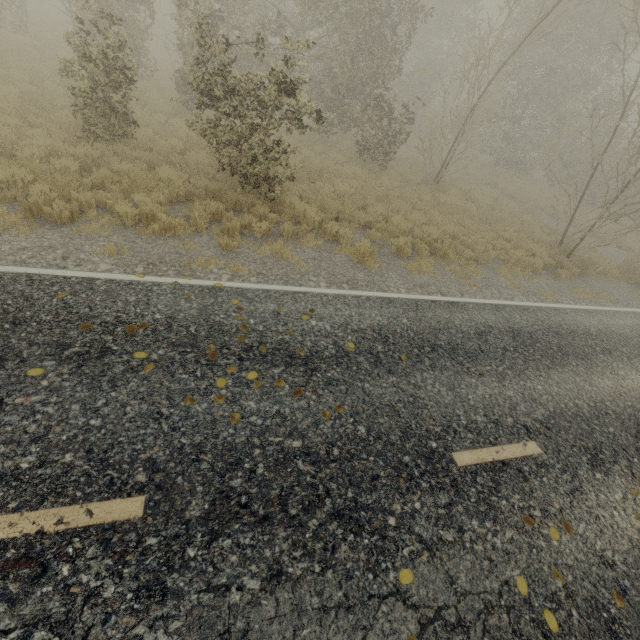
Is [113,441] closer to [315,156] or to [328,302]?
[328,302]

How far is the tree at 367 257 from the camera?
7.9m

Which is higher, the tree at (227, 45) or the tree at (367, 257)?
the tree at (227, 45)

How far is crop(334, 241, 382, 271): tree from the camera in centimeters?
793cm

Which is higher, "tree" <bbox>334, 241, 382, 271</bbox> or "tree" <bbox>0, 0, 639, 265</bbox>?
"tree" <bbox>0, 0, 639, 265</bbox>
